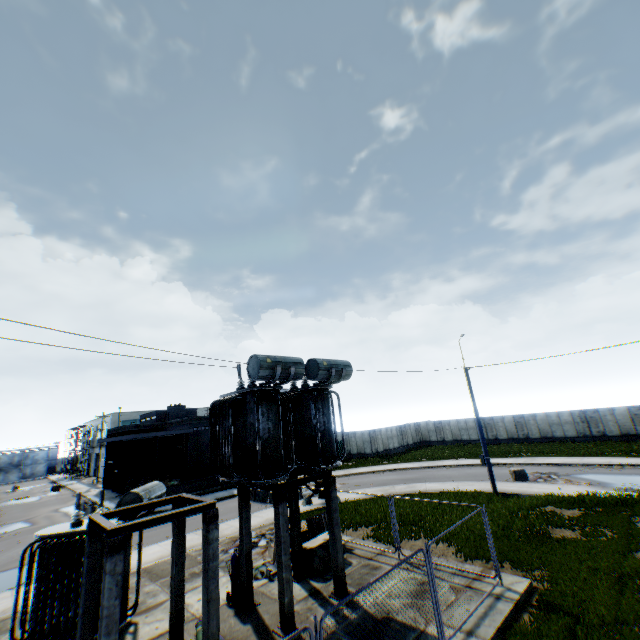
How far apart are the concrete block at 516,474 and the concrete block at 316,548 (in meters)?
15.55

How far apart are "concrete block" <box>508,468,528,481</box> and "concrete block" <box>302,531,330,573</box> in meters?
15.5 m

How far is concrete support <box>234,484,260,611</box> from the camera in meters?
10.2

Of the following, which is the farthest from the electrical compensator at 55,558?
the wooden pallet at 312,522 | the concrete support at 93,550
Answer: the wooden pallet at 312,522

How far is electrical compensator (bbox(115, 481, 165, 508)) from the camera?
10.1 meters

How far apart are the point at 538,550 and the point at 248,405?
11.6m

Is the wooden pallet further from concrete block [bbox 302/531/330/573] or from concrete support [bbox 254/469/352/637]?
concrete support [bbox 254/469/352/637]

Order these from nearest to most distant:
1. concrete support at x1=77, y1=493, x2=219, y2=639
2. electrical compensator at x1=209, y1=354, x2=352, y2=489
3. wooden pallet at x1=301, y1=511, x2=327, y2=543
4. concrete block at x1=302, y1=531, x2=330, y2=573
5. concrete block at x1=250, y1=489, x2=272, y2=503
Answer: concrete support at x1=77, y1=493, x2=219, y2=639
electrical compensator at x1=209, y1=354, x2=352, y2=489
concrete block at x1=302, y1=531, x2=330, y2=573
wooden pallet at x1=301, y1=511, x2=327, y2=543
concrete block at x1=250, y1=489, x2=272, y2=503
